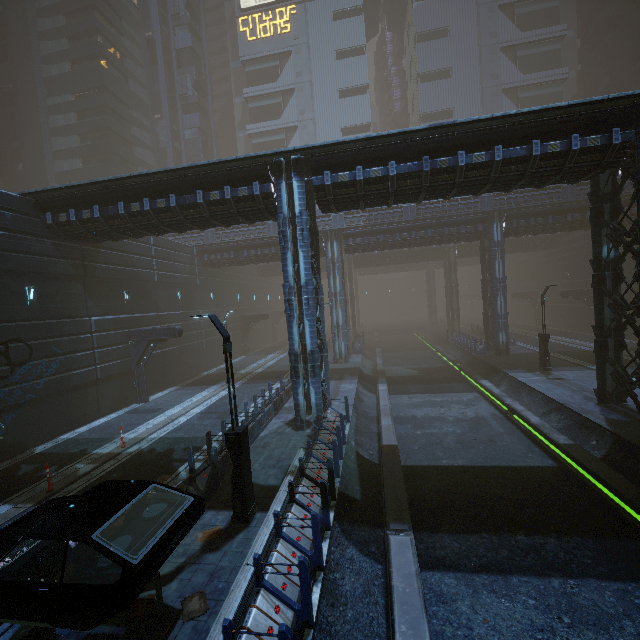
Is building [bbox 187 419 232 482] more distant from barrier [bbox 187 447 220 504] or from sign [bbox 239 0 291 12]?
barrier [bbox 187 447 220 504]

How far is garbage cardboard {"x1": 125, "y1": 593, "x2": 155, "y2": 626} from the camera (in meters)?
6.06

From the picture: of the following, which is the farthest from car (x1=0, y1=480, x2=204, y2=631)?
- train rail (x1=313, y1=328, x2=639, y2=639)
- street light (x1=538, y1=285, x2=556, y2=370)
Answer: street light (x1=538, y1=285, x2=556, y2=370)

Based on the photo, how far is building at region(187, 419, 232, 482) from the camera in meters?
10.7 m

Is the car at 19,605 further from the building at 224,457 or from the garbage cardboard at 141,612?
the building at 224,457

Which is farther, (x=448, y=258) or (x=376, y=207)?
(x=448, y=258)

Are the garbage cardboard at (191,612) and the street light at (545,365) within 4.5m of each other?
no

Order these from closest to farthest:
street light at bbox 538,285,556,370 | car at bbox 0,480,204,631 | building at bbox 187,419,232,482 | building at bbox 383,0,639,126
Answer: car at bbox 0,480,204,631 < building at bbox 187,419,232,482 < street light at bbox 538,285,556,370 < building at bbox 383,0,639,126
